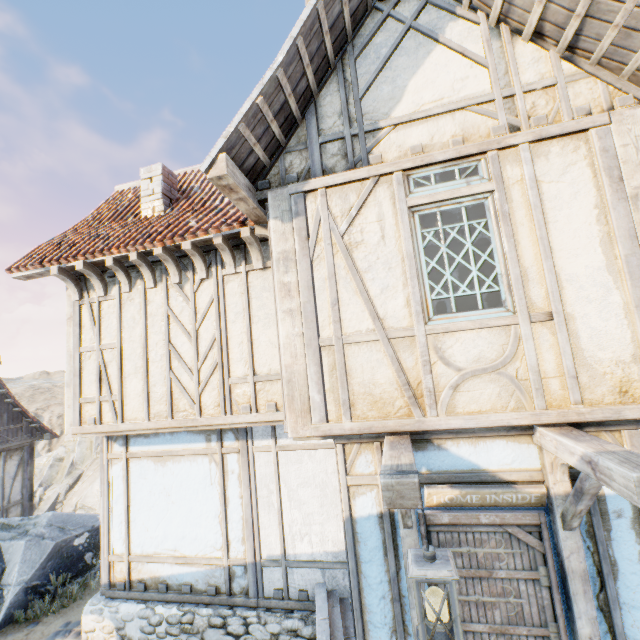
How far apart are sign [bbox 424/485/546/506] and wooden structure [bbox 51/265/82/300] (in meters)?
6.41

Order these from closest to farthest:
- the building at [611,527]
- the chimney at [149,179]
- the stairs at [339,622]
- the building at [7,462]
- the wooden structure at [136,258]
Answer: the building at [611,527], the stairs at [339,622], the wooden structure at [136,258], the chimney at [149,179], the building at [7,462]

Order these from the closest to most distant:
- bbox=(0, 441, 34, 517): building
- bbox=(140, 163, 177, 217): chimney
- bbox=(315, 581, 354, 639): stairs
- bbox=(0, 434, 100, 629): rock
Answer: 1. bbox=(315, 581, 354, 639): stairs
2. bbox=(140, 163, 177, 217): chimney
3. bbox=(0, 434, 100, 629): rock
4. bbox=(0, 441, 34, 517): building

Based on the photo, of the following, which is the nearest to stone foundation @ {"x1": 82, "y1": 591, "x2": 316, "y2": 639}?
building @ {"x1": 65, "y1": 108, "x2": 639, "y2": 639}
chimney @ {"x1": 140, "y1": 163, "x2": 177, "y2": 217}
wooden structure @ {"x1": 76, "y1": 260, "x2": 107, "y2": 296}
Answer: building @ {"x1": 65, "y1": 108, "x2": 639, "y2": 639}

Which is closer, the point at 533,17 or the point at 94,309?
the point at 533,17

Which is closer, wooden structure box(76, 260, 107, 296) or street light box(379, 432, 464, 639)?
street light box(379, 432, 464, 639)

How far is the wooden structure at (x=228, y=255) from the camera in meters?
5.0 m

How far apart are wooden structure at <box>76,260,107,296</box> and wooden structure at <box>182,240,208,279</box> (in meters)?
1.90
